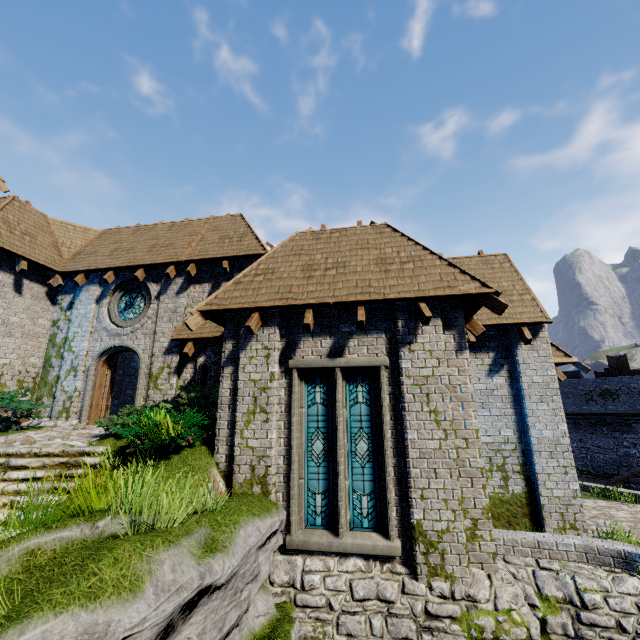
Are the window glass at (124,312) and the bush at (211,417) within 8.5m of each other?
yes

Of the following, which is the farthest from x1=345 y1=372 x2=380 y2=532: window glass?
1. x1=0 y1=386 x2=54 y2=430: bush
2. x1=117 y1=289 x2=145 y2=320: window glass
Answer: x1=0 y1=386 x2=54 y2=430: bush

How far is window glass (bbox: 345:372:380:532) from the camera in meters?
6.8 m

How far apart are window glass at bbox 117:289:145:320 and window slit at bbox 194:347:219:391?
2.97m

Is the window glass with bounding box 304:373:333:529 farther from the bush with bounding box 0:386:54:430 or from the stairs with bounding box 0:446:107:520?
the bush with bounding box 0:386:54:430

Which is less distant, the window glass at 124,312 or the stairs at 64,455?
the stairs at 64,455

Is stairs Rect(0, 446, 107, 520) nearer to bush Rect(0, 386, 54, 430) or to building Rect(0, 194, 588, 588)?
bush Rect(0, 386, 54, 430)

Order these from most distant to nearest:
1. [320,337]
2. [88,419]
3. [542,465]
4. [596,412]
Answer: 1. [596,412]
2. [88,419]
3. [542,465]
4. [320,337]
